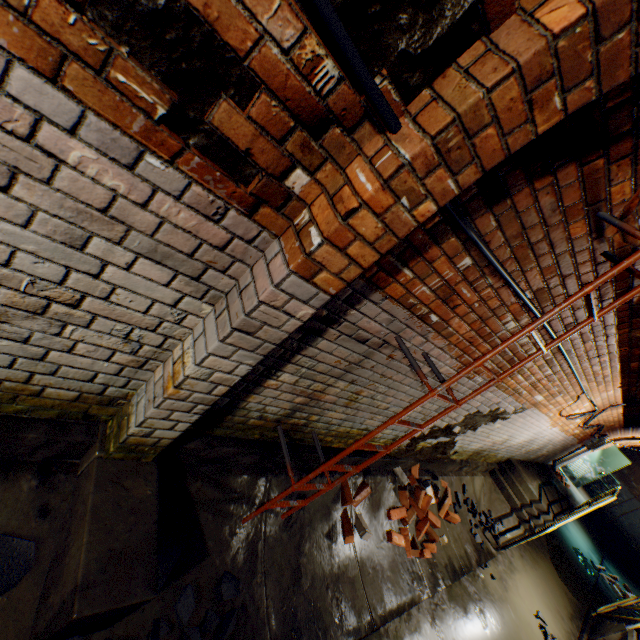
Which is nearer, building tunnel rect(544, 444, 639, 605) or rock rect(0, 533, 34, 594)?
rock rect(0, 533, 34, 594)

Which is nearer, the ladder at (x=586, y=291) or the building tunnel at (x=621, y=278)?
the ladder at (x=586, y=291)

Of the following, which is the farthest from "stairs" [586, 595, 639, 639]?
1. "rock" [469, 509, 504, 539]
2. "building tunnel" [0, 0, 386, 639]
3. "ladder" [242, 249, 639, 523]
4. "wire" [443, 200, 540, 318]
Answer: "ladder" [242, 249, 639, 523]

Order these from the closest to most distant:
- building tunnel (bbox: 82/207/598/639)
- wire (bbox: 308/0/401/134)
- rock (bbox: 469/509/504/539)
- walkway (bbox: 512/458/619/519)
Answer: wire (bbox: 308/0/401/134)
building tunnel (bbox: 82/207/598/639)
rock (bbox: 469/509/504/539)
walkway (bbox: 512/458/619/519)

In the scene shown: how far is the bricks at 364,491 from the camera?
3.44m

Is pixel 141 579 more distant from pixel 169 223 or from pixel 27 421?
pixel 169 223

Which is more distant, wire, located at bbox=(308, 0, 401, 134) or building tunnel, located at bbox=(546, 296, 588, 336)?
building tunnel, located at bbox=(546, 296, 588, 336)

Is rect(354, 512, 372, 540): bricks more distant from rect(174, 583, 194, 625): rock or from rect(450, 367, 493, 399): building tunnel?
rect(174, 583, 194, 625): rock
